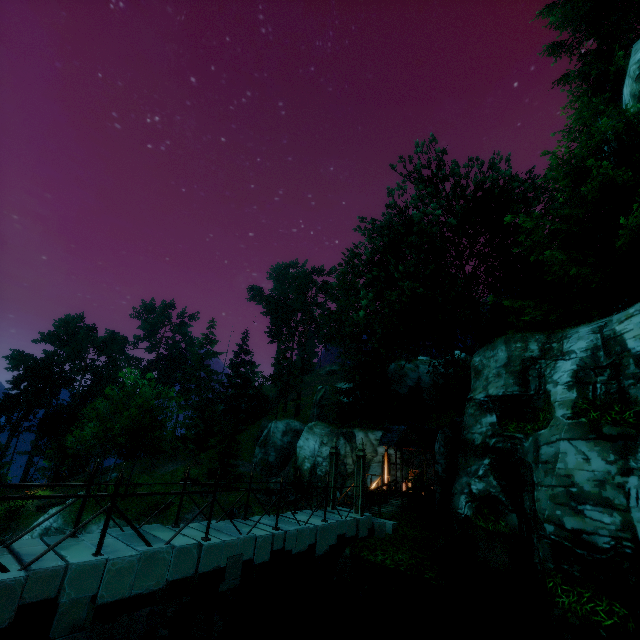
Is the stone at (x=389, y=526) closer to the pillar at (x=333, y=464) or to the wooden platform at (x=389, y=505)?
the pillar at (x=333, y=464)

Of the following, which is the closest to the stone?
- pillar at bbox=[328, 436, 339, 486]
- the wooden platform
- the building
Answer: pillar at bbox=[328, 436, 339, 486]

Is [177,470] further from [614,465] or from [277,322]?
[614,465]

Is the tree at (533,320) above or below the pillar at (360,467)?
above

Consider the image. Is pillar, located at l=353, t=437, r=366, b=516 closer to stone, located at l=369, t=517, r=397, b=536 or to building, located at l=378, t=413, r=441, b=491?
stone, located at l=369, t=517, r=397, b=536

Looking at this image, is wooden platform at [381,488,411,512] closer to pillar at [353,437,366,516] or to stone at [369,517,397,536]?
stone at [369,517,397,536]

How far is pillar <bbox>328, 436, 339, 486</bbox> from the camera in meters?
13.1 m

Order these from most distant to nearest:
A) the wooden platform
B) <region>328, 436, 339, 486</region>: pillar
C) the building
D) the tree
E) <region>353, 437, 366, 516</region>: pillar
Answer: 1. the building
2. the wooden platform
3. <region>328, 436, 339, 486</region>: pillar
4. <region>353, 437, 366, 516</region>: pillar
5. the tree
